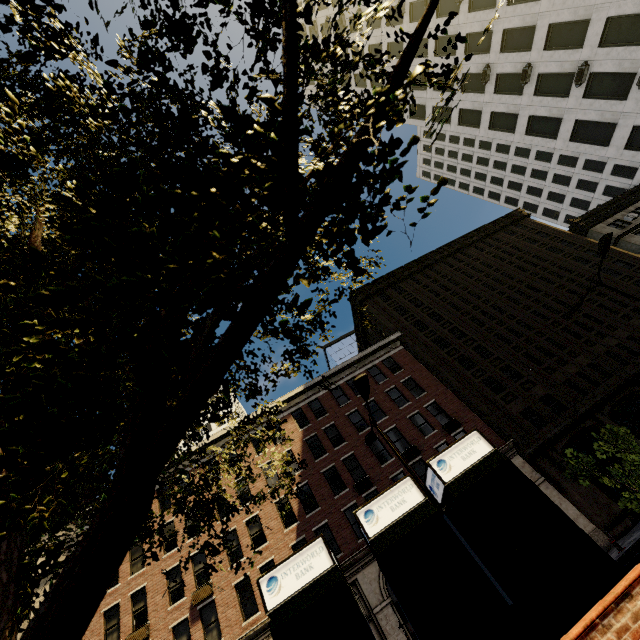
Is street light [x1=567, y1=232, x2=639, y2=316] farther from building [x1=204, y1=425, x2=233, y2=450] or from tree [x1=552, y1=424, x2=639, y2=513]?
building [x1=204, y1=425, x2=233, y2=450]

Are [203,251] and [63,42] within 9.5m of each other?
yes

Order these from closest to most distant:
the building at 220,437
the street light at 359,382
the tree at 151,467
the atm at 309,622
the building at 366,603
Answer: the tree at 151,467 < the atm at 309,622 < the street light at 359,382 < the building at 366,603 < the building at 220,437

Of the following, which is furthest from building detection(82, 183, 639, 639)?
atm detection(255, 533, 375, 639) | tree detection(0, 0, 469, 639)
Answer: atm detection(255, 533, 375, 639)

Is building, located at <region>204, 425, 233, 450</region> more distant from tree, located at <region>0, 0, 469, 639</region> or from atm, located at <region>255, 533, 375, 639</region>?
atm, located at <region>255, 533, 375, 639</region>

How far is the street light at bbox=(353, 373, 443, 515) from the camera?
10.20m

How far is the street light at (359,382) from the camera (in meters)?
10.20

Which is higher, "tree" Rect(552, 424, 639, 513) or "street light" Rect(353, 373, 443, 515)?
"street light" Rect(353, 373, 443, 515)
